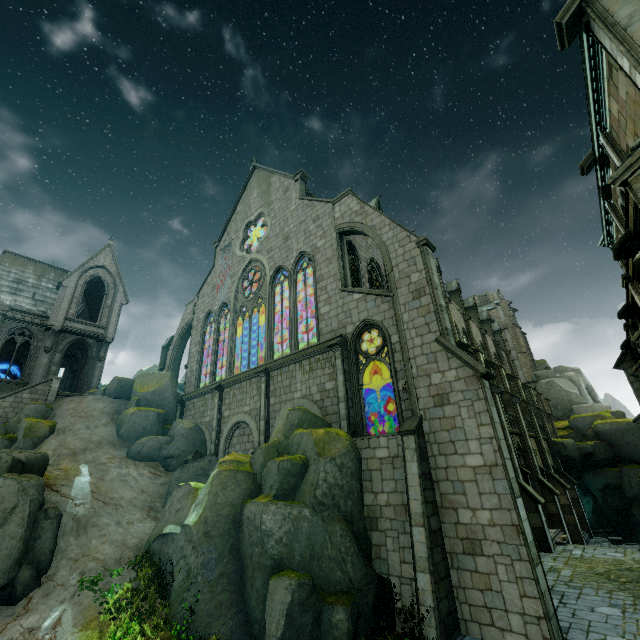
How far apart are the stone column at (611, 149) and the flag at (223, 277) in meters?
23.3 m

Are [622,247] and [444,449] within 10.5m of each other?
yes

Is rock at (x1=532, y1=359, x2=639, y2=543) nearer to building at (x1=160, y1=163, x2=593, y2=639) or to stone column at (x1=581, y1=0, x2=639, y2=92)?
building at (x1=160, y1=163, x2=593, y2=639)

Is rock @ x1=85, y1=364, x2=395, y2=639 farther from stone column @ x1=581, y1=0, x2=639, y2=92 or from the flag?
stone column @ x1=581, y1=0, x2=639, y2=92

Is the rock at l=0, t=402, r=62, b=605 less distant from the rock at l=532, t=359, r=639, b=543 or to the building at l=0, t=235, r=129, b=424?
the building at l=0, t=235, r=129, b=424

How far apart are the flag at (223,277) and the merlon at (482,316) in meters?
31.1 m

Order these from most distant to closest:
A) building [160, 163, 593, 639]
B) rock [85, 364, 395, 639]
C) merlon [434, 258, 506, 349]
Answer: merlon [434, 258, 506, 349], building [160, 163, 593, 639], rock [85, 364, 395, 639]

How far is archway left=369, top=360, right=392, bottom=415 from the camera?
16.9 meters
